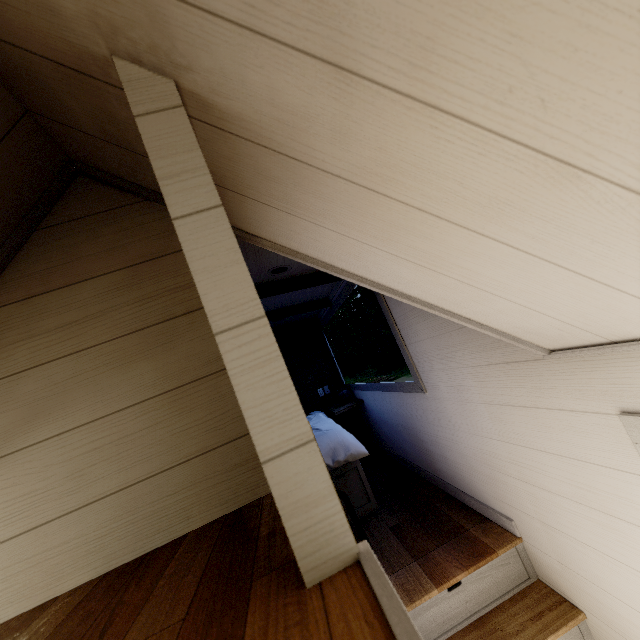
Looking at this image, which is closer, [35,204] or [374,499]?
[35,204]
